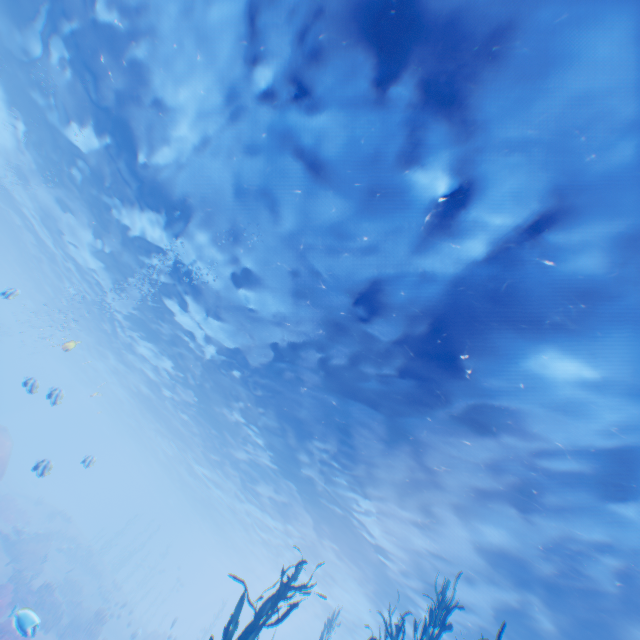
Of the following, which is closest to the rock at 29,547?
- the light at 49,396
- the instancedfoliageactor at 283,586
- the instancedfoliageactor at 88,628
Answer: the instancedfoliageactor at 88,628

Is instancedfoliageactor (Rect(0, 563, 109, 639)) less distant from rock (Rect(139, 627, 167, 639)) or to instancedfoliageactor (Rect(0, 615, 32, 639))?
rock (Rect(139, 627, 167, 639))

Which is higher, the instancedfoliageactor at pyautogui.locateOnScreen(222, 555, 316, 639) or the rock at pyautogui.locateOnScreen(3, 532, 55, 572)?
the instancedfoliageactor at pyautogui.locateOnScreen(222, 555, 316, 639)

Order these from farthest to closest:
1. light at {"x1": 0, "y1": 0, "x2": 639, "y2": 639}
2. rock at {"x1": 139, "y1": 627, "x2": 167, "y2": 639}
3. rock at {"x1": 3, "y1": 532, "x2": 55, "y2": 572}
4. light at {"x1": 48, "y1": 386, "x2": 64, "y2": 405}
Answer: rock at {"x1": 139, "y1": 627, "x2": 167, "y2": 639}
rock at {"x1": 3, "y1": 532, "x2": 55, "y2": 572}
light at {"x1": 48, "y1": 386, "x2": 64, "y2": 405}
light at {"x1": 0, "y1": 0, "x2": 639, "y2": 639}

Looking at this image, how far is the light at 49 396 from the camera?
11.1m

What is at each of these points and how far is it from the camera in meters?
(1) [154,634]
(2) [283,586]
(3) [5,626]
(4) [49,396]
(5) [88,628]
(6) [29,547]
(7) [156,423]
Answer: (1) rock, 26.6 m
(2) instancedfoliageactor, 6.2 m
(3) instancedfoliageactor, 14.0 m
(4) light, 11.1 m
(5) instancedfoliageactor, 18.9 m
(6) rock, 21.7 m
(7) light, 35.5 m

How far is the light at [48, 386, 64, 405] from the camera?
11.1 meters

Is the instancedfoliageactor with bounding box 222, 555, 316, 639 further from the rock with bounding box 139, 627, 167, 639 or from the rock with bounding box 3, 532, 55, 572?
the rock with bounding box 3, 532, 55, 572
